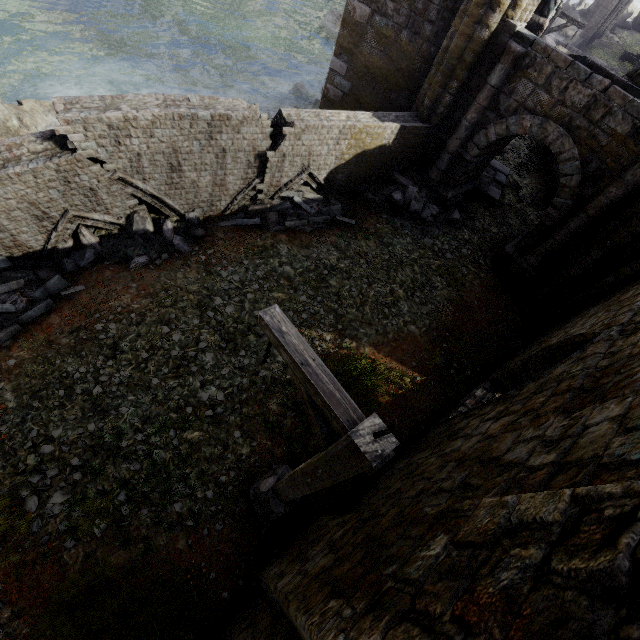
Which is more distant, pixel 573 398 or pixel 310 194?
pixel 310 194

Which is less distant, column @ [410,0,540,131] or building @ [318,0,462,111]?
column @ [410,0,540,131]

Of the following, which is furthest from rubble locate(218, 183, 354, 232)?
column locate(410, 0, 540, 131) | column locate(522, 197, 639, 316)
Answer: column locate(522, 197, 639, 316)

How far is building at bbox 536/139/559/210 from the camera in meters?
13.9

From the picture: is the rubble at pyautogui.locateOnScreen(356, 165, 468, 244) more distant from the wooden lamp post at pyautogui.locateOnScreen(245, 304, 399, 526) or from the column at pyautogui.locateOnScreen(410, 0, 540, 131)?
the wooden lamp post at pyautogui.locateOnScreen(245, 304, 399, 526)

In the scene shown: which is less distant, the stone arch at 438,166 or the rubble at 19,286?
the rubble at 19,286

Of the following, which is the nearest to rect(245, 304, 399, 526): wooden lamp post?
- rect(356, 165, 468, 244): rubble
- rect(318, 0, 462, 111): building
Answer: rect(318, 0, 462, 111): building

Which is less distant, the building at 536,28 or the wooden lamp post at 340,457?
the wooden lamp post at 340,457
